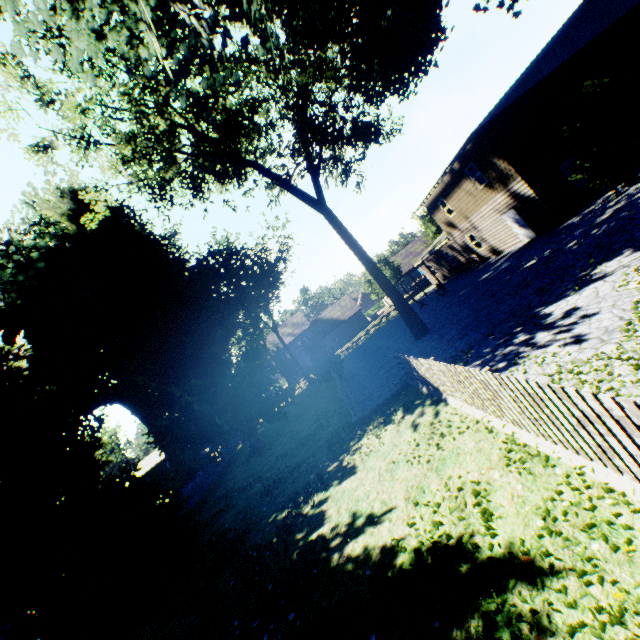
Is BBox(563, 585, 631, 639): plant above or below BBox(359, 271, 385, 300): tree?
below

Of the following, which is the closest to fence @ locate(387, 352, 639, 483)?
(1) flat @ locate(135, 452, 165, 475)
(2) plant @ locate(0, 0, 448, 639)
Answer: (2) plant @ locate(0, 0, 448, 639)

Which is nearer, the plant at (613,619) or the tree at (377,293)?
the plant at (613,619)

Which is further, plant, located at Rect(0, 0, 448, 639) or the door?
the door

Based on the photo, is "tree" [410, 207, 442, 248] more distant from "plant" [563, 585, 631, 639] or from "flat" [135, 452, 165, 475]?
"flat" [135, 452, 165, 475]

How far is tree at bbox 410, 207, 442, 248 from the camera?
43.88m

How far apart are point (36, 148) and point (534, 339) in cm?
2664

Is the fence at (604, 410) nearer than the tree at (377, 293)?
Yes
